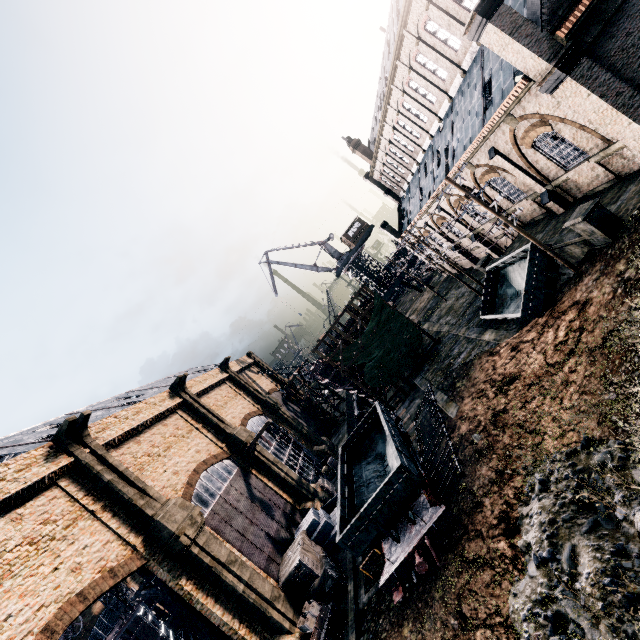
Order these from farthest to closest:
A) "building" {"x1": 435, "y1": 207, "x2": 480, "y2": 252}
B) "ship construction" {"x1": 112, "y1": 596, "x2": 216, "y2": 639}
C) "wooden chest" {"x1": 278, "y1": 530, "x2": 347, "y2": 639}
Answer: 1. "building" {"x1": 435, "y1": 207, "x2": 480, "y2": 252}
2. "ship construction" {"x1": 112, "y1": 596, "x2": 216, "y2": 639}
3. "wooden chest" {"x1": 278, "y1": 530, "x2": 347, "y2": 639}

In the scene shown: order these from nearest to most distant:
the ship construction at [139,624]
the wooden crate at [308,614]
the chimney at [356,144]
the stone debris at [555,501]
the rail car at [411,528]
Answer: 1. the stone debris at [555,501]
2. the rail car at [411,528]
3. the wooden crate at [308,614]
4. the ship construction at [139,624]
5. the chimney at [356,144]

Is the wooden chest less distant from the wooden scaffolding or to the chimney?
the wooden scaffolding

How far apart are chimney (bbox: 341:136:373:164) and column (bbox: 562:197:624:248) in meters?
37.8 m

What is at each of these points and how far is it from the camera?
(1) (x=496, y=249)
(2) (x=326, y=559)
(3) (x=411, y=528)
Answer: (1) building, 33.22m
(2) wooden chest, 20.42m
(3) rail car, 15.35m

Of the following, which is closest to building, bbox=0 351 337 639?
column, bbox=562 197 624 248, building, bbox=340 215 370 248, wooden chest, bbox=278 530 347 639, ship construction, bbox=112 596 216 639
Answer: wooden chest, bbox=278 530 347 639

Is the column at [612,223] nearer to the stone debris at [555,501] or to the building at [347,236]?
the stone debris at [555,501]

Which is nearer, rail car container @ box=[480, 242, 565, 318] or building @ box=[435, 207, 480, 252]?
rail car container @ box=[480, 242, 565, 318]
